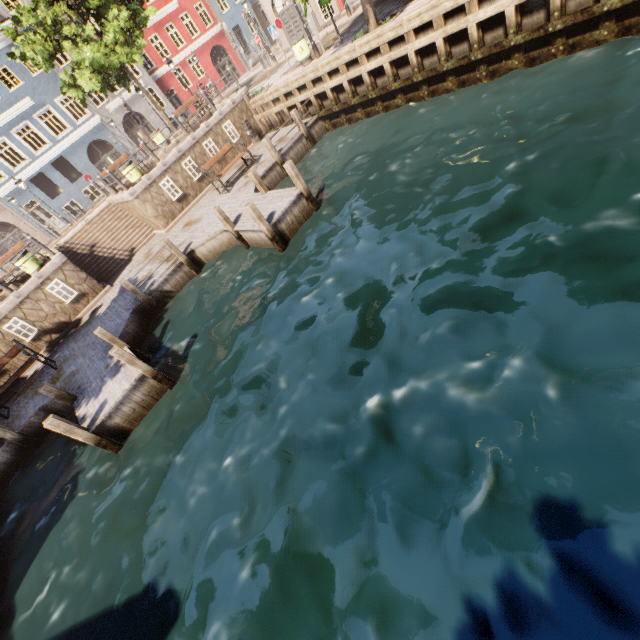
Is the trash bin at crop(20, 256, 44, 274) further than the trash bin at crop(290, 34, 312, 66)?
No

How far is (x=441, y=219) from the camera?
7.2m

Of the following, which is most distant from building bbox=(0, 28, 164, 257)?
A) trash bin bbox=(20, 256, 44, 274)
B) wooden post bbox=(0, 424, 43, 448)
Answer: wooden post bbox=(0, 424, 43, 448)

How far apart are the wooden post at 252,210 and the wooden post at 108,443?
6.8m

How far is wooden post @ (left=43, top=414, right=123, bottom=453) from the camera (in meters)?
6.95

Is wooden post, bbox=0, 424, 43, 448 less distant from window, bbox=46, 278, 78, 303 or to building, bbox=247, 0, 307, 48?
window, bbox=46, 278, 78, 303

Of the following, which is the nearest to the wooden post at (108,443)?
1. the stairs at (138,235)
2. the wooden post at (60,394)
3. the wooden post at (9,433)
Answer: the wooden post at (60,394)

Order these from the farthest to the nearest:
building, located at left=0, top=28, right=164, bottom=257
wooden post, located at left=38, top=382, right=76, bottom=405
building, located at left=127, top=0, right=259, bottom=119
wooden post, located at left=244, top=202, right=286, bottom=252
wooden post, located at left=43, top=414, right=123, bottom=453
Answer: building, located at left=127, top=0, right=259, bottom=119
building, located at left=0, top=28, right=164, bottom=257
wooden post, located at left=244, top=202, right=286, bottom=252
wooden post, located at left=38, top=382, right=76, bottom=405
wooden post, located at left=43, top=414, right=123, bottom=453
